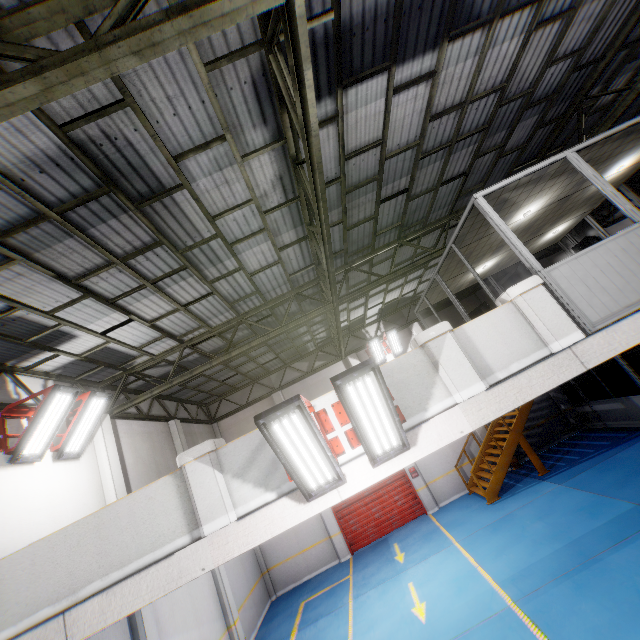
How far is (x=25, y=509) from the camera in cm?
618

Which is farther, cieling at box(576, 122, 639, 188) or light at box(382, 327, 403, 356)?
light at box(382, 327, 403, 356)

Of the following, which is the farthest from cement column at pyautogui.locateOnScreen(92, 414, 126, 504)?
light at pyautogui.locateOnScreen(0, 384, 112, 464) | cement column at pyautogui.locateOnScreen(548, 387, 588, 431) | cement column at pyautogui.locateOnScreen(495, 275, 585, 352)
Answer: cement column at pyautogui.locateOnScreen(548, 387, 588, 431)

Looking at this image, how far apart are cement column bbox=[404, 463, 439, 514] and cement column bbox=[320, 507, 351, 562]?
3.8m

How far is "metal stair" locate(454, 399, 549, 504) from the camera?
12.4m

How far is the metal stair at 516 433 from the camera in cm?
1240

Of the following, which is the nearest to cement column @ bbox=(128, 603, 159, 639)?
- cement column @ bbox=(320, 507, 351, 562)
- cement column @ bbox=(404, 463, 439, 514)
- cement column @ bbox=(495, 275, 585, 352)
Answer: cement column @ bbox=(320, 507, 351, 562)

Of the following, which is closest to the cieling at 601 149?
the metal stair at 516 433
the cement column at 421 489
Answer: the metal stair at 516 433
